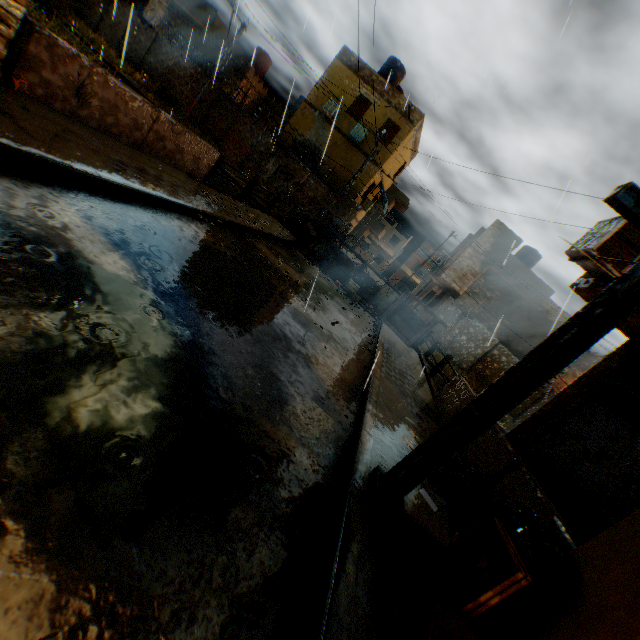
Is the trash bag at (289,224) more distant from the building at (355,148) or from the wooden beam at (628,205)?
the wooden beam at (628,205)

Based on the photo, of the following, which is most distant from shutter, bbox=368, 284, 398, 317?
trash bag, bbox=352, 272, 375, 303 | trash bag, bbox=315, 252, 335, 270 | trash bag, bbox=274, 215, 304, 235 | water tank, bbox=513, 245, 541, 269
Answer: water tank, bbox=513, 245, 541, 269

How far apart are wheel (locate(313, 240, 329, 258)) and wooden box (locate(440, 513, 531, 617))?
12.1m

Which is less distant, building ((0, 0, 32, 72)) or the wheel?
building ((0, 0, 32, 72))

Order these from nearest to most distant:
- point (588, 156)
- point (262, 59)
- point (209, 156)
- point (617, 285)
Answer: point (617, 285), point (209, 156), point (588, 156), point (262, 59)

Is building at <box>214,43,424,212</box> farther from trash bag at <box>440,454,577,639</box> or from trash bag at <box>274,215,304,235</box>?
trash bag at <box>274,215,304,235</box>

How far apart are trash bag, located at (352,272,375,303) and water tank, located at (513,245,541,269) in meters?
16.6

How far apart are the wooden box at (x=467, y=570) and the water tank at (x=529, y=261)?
26.37m
